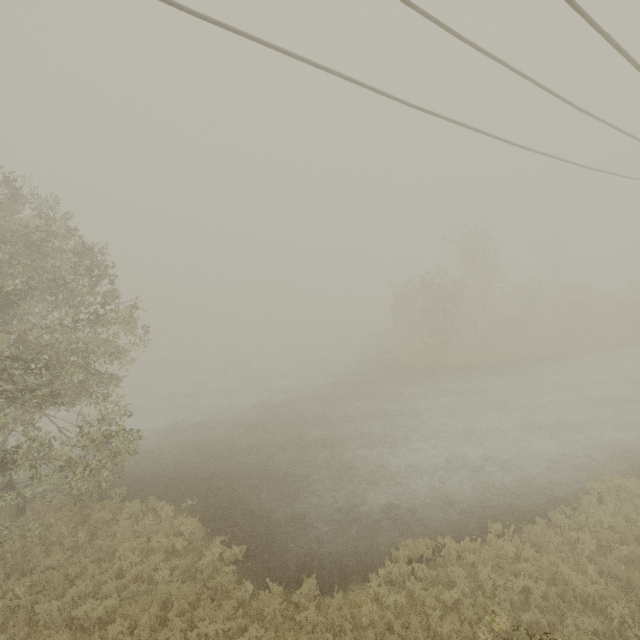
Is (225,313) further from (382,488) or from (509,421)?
(382,488)
